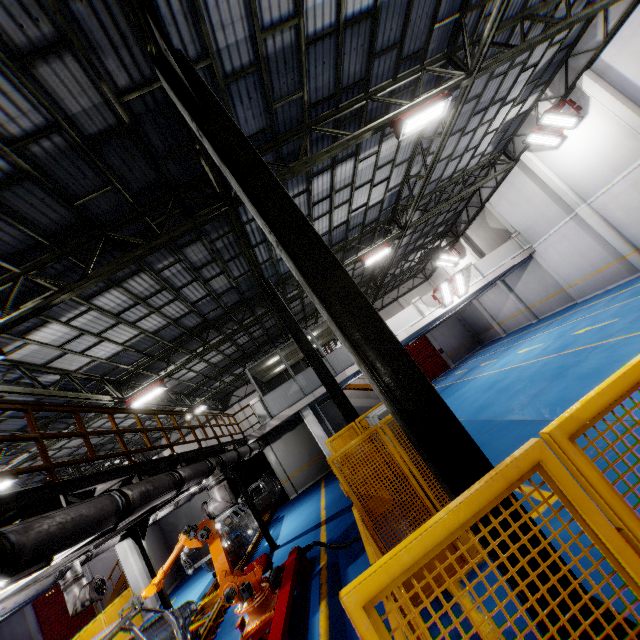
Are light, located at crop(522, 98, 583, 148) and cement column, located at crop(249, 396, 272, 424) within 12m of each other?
no

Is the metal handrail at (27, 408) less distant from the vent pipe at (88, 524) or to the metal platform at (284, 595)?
the vent pipe at (88, 524)

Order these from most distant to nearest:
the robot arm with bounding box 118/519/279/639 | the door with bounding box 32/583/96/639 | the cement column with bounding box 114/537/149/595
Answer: the door with bounding box 32/583/96/639 < the cement column with bounding box 114/537/149/595 < the robot arm with bounding box 118/519/279/639

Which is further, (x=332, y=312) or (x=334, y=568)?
(x=334, y=568)

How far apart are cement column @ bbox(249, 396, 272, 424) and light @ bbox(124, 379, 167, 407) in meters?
4.3 m

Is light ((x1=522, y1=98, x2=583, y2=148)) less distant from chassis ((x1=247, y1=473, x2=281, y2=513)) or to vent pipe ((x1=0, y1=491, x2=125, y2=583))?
vent pipe ((x1=0, y1=491, x2=125, y2=583))

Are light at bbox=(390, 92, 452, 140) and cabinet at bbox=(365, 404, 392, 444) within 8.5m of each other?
yes

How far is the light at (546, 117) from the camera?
13.59m
